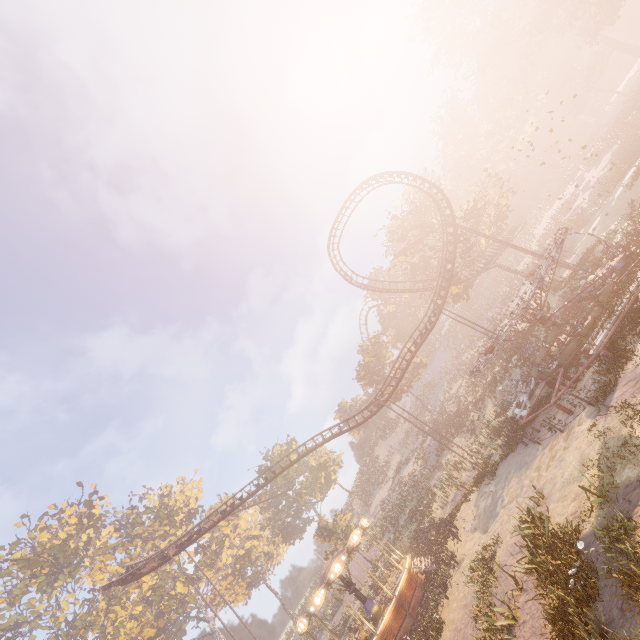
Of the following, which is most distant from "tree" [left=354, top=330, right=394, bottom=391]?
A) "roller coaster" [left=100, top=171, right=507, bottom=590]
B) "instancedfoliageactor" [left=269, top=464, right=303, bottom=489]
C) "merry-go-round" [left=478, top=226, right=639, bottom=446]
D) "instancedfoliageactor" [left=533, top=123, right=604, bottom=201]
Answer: "instancedfoliageactor" [left=269, top=464, right=303, bottom=489]

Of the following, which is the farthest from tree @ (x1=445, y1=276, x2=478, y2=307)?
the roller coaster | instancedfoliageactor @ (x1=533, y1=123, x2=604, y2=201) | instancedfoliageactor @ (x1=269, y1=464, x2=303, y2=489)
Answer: instancedfoliageactor @ (x1=269, y1=464, x2=303, y2=489)

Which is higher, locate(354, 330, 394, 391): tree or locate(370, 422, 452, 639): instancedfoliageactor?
locate(354, 330, 394, 391): tree

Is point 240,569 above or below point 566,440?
above

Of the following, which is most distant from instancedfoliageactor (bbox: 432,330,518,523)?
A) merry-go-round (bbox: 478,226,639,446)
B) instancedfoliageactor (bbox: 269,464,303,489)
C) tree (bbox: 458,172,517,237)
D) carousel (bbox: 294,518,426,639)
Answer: tree (bbox: 458,172,517,237)

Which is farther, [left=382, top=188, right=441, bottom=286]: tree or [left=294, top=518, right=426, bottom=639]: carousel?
[left=382, top=188, right=441, bottom=286]: tree

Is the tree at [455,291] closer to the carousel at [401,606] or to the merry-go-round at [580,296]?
the merry-go-round at [580,296]

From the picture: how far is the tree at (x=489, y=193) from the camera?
35.91m
